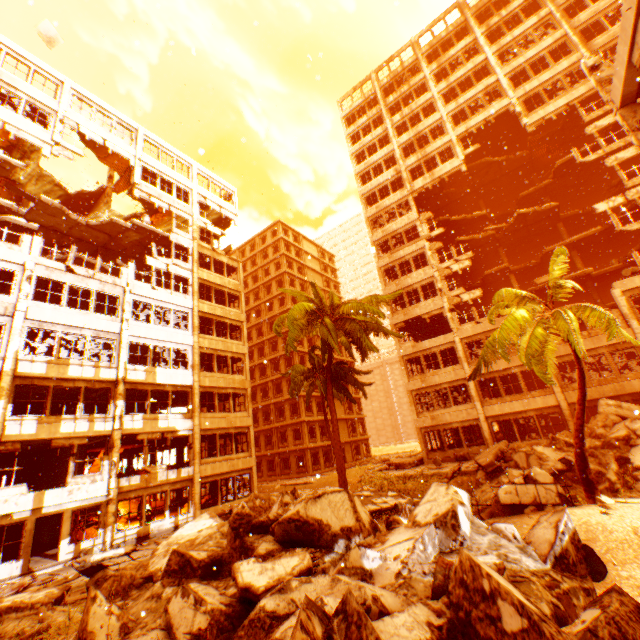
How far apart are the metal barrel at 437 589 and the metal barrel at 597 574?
2.9m

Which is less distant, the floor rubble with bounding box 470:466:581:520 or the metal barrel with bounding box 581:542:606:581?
the metal barrel with bounding box 581:542:606:581

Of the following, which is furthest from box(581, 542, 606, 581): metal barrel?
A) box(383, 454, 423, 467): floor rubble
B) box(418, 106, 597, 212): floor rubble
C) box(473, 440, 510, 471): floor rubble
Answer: box(383, 454, 423, 467): floor rubble

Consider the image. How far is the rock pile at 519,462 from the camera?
12.5m

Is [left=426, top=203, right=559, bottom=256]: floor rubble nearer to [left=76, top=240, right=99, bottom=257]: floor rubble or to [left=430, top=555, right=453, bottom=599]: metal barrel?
[left=76, top=240, right=99, bottom=257]: floor rubble

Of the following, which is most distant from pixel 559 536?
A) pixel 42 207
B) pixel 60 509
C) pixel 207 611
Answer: pixel 42 207

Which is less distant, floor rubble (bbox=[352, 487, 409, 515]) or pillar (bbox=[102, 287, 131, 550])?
floor rubble (bbox=[352, 487, 409, 515])

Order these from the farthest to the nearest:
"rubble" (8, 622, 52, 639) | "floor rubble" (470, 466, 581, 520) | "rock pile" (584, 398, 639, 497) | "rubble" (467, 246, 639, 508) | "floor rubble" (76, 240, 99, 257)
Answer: "floor rubble" (76, 240, 99, 257), "rock pile" (584, 398, 639, 497), "rubble" (467, 246, 639, 508), "floor rubble" (470, 466, 581, 520), "rubble" (8, 622, 52, 639)
